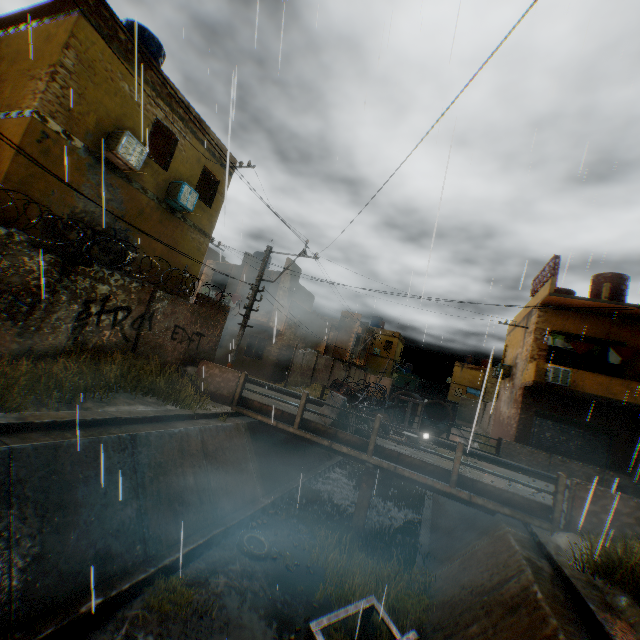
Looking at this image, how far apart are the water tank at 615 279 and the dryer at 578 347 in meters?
3.0 m

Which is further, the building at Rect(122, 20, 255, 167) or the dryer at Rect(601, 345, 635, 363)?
the dryer at Rect(601, 345, 635, 363)

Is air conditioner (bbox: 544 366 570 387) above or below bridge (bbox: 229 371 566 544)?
above

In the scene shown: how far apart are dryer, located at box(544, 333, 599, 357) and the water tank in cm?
299

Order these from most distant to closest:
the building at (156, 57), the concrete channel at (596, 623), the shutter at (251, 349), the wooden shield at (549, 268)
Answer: the shutter at (251, 349) < the wooden shield at (549, 268) < the building at (156, 57) < the concrete channel at (596, 623)

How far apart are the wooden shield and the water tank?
2.50m

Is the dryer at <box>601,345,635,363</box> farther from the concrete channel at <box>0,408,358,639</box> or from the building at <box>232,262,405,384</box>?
the concrete channel at <box>0,408,358,639</box>

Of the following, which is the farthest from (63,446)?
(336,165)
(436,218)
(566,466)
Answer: (566,466)
